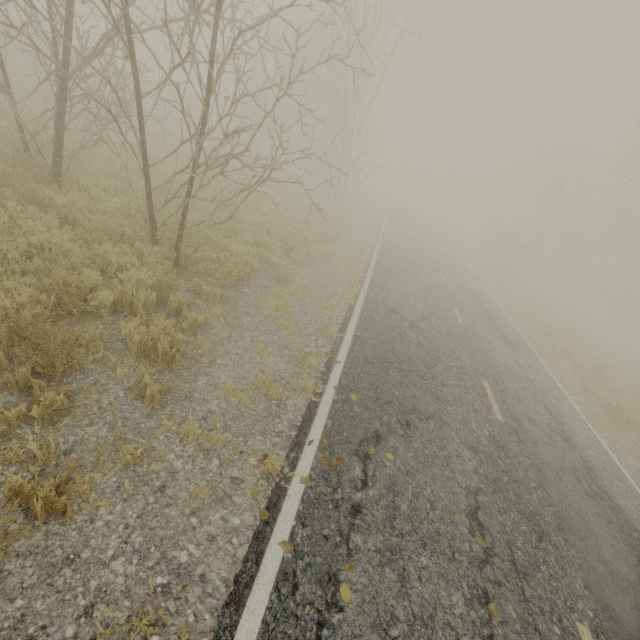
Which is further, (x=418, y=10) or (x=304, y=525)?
(x=418, y=10)
